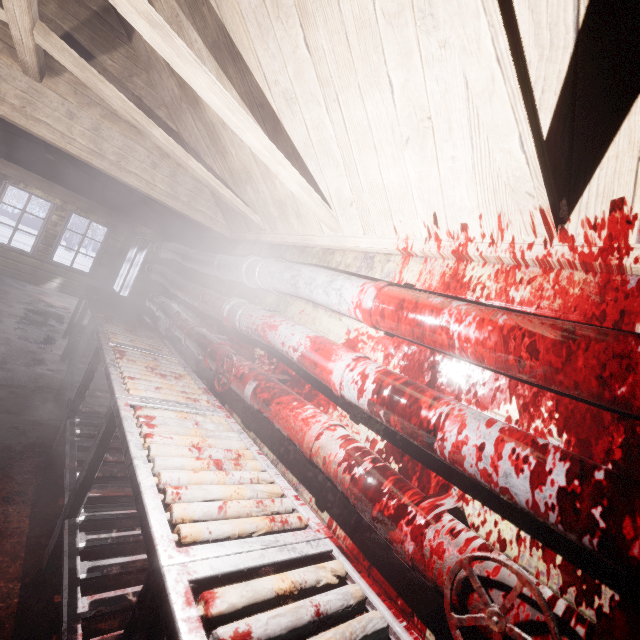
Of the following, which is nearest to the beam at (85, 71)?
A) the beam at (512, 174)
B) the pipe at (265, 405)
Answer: the beam at (512, 174)

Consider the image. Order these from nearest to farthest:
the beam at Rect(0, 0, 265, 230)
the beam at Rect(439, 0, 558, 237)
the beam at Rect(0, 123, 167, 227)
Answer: the beam at Rect(439, 0, 558, 237)
the beam at Rect(0, 0, 265, 230)
the beam at Rect(0, 123, 167, 227)

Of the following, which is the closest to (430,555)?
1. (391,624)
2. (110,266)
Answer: (391,624)

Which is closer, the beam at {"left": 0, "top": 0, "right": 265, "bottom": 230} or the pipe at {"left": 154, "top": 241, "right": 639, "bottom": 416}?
the pipe at {"left": 154, "top": 241, "right": 639, "bottom": 416}

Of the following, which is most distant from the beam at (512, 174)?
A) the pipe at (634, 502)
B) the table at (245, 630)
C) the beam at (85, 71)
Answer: the table at (245, 630)

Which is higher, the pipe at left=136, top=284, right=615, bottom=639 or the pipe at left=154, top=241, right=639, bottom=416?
the pipe at left=154, top=241, right=639, bottom=416

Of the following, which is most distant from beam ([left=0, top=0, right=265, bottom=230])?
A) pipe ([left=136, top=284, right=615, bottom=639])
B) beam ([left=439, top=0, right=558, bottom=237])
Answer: pipe ([left=136, top=284, right=615, bottom=639])

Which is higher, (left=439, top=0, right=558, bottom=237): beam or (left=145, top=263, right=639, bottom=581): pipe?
(left=439, top=0, right=558, bottom=237): beam
